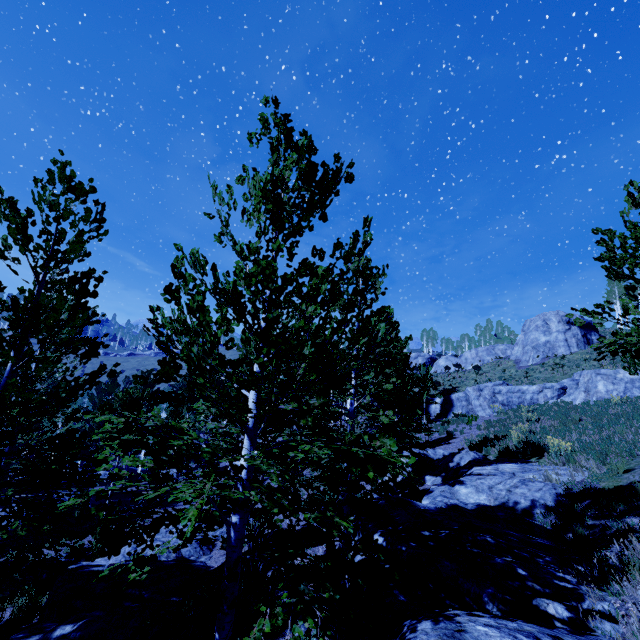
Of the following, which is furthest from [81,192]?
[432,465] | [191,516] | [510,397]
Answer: [510,397]

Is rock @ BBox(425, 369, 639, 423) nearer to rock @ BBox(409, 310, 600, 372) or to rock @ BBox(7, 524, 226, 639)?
rock @ BBox(409, 310, 600, 372)

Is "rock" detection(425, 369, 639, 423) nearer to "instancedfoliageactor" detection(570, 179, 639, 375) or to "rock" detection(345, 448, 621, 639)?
"instancedfoliageactor" detection(570, 179, 639, 375)

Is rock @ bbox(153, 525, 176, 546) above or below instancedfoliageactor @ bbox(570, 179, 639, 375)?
below

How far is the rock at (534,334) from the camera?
35.0m

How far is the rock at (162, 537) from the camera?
13.3m

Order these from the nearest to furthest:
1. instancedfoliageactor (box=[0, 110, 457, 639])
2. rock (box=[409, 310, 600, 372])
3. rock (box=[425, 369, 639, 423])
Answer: instancedfoliageactor (box=[0, 110, 457, 639]) → rock (box=[425, 369, 639, 423]) → rock (box=[409, 310, 600, 372])
